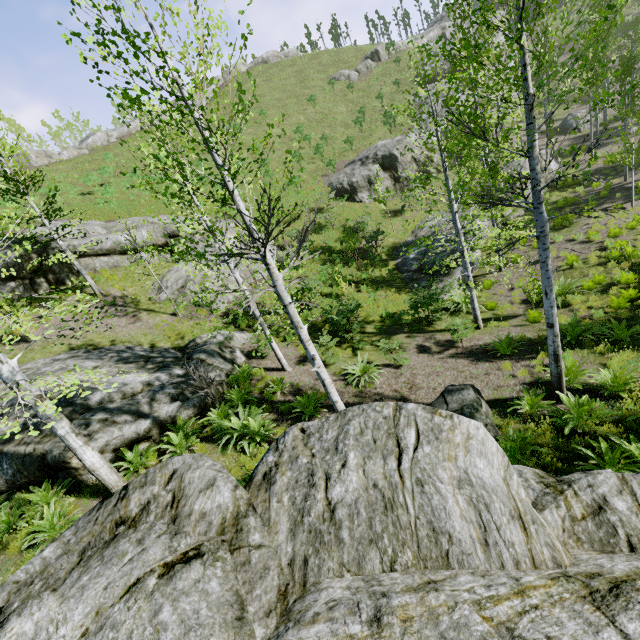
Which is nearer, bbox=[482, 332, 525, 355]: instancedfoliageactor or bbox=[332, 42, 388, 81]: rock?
bbox=[482, 332, 525, 355]: instancedfoliageactor

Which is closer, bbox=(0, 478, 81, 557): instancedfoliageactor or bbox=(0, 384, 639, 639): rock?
bbox=(0, 384, 639, 639): rock

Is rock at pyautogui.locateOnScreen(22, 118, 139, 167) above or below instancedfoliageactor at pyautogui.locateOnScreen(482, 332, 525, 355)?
above

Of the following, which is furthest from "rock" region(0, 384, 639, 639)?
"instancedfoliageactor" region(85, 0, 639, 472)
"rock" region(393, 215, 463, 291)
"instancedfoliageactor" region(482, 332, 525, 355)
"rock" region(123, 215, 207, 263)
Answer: "rock" region(123, 215, 207, 263)

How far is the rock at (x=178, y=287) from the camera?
16.52m

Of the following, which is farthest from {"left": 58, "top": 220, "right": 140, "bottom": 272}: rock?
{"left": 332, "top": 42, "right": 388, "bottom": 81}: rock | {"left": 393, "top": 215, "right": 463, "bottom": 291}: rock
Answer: {"left": 332, "top": 42, "right": 388, "bottom": 81}: rock

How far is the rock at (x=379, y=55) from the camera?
44.5m

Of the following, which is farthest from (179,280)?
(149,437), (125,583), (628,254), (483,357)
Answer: (628,254)
